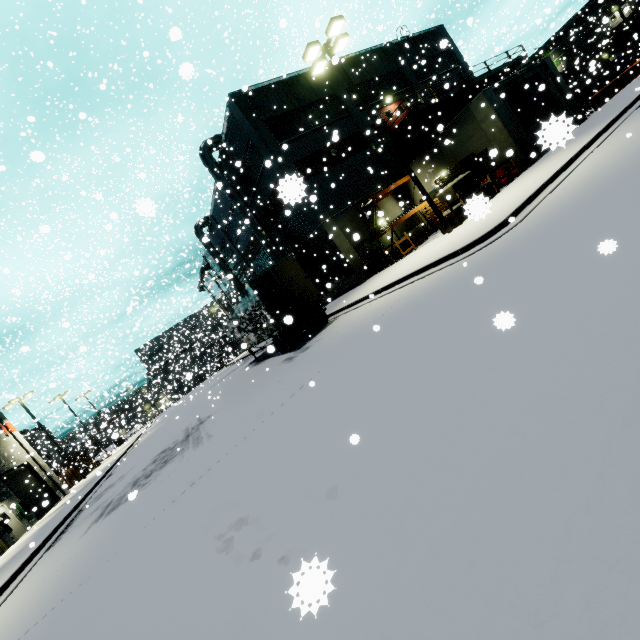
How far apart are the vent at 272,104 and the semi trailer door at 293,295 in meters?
13.7 m

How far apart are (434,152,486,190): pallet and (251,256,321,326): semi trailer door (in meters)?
11.64

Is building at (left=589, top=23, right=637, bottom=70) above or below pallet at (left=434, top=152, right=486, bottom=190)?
above

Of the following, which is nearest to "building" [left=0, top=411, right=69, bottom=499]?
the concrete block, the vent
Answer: the vent

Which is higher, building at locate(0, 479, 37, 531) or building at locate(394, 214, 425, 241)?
building at locate(0, 479, 37, 531)

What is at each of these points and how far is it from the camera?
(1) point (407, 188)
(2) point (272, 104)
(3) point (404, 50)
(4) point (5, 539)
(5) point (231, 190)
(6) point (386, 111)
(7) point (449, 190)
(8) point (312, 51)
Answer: (1) building, 24.7 meters
(2) vent, 21.8 meters
(3) building, 28.3 meters
(4) building, 20.1 meters
(5) vent duct, 25.0 meters
(6) door, 26.0 meters
(7) concrete block, 15.6 meters
(8) light, 13.5 meters

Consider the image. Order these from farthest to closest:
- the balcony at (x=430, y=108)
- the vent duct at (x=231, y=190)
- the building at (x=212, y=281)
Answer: the building at (x=212, y=281)
the vent duct at (x=231, y=190)
the balcony at (x=430, y=108)

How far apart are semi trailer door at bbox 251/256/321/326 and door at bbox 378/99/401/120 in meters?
18.7
